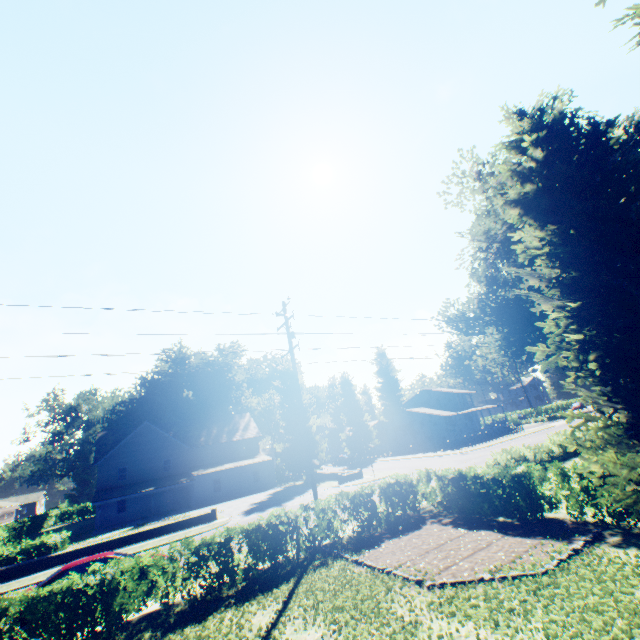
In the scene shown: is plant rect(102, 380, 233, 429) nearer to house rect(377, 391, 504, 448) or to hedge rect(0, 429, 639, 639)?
house rect(377, 391, 504, 448)

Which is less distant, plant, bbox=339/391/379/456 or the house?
the house

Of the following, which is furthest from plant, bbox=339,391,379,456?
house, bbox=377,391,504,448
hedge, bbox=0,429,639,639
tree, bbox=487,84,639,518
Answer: hedge, bbox=0,429,639,639

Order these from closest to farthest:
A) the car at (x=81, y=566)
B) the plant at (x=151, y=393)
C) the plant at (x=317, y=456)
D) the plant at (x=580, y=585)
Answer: the plant at (x=580, y=585) → the car at (x=81, y=566) → the plant at (x=317, y=456) → the plant at (x=151, y=393)

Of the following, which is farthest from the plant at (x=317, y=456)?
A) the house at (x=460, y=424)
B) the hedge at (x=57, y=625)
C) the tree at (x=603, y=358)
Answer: the hedge at (x=57, y=625)

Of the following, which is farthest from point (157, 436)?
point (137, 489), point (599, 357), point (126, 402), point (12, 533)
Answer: point (599, 357)

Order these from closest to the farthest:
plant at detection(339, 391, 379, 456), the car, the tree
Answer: the tree, the car, plant at detection(339, 391, 379, 456)

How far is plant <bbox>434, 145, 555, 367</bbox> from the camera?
21.55m
